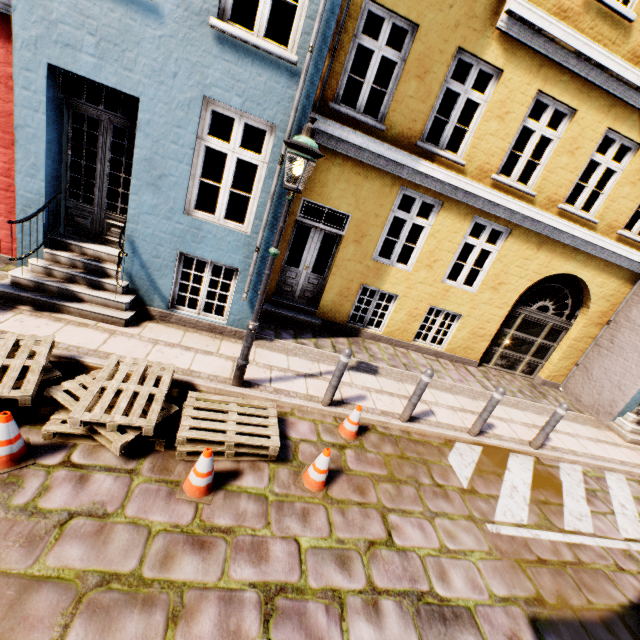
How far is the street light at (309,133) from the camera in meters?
3.7 m

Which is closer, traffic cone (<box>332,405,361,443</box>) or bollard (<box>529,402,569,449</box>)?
traffic cone (<box>332,405,361,443</box>)

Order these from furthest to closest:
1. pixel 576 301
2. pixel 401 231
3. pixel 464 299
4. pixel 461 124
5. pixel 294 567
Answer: pixel 461 124 → pixel 576 301 → pixel 464 299 → pixel 401 231 → pixel 294 567

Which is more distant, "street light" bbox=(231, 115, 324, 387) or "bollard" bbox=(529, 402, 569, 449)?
"bollard" bbox=(529, 402, 569, 449)

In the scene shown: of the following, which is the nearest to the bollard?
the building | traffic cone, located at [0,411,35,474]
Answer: the building

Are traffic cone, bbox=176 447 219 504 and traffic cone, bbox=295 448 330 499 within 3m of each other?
yes

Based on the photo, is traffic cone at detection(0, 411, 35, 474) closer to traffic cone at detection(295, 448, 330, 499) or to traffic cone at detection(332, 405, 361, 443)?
traffic cone at detection(295, 448, 330, 499)

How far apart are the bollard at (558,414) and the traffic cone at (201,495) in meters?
6.1 m
